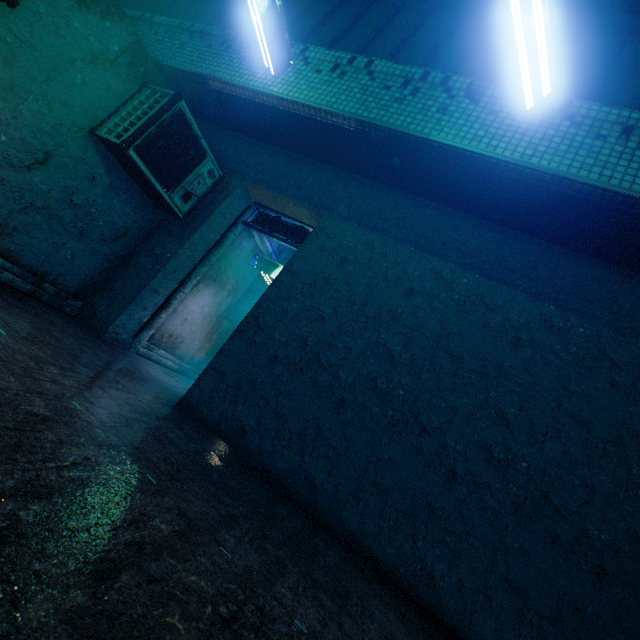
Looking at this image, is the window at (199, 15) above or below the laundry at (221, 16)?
above

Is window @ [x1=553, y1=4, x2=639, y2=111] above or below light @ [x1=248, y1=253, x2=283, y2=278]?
above

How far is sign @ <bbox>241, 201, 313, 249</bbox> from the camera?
5.11m

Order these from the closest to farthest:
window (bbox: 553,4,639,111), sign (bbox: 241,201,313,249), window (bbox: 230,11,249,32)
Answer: window (bbox: 553,4,639,111) → window (bbox: 230,11,249,32) → sign (bbox: 241,201,313,249)

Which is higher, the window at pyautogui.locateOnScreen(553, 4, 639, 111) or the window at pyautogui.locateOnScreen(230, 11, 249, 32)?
the window at pyautogui.locateOnScreen(230, 11, 249, 32)

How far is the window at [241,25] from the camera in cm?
432

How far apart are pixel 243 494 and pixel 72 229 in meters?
3.8

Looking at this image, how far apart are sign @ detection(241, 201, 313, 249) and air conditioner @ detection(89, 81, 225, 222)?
0.82m
